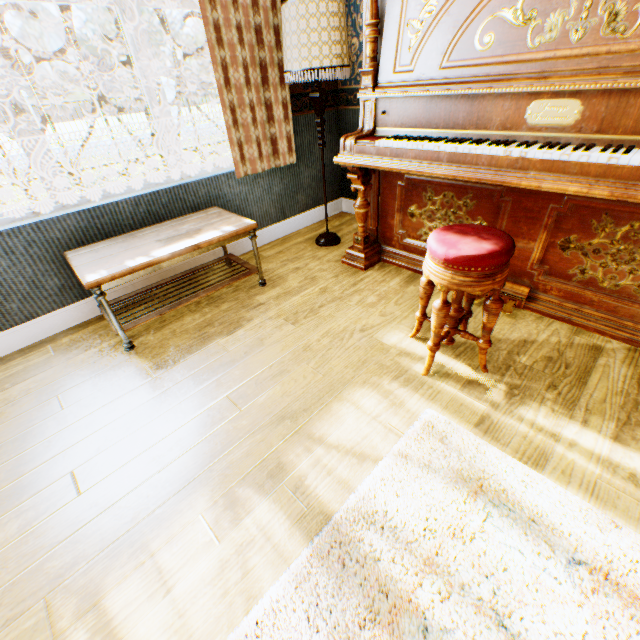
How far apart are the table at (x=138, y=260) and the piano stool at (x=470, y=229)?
1.3 meters

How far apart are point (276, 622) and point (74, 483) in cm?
110

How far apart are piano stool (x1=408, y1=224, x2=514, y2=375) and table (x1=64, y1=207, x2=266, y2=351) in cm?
129

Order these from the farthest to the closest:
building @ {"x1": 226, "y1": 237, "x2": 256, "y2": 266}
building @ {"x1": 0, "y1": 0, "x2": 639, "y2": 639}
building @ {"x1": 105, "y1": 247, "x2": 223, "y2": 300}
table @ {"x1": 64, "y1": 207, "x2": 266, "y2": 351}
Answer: building @ {"x1": 226, "y1": 237, "x2": 256, "y2": 266}
building @ {"x1": 105, "y1": 247, "x2": 223, "y2": 300}
table @ {"x1": 64, "y1": 207, "x2": 266, "y2": 351}
building @ {"x1": 0, "y1": 0, "x2": 639, "y2": 639}

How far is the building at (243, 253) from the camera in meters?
3.2 m

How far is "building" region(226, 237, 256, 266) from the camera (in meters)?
3.17

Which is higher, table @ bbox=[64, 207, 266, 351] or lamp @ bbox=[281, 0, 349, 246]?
lamp @ bbox=[281, 0, 349, 246]
